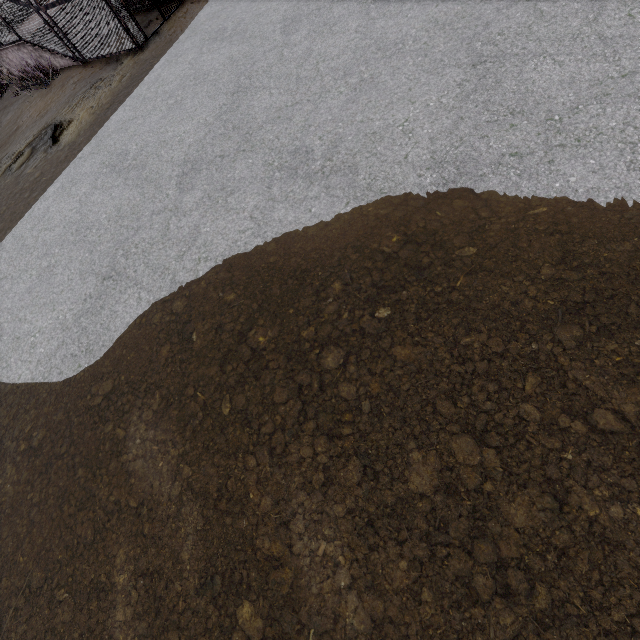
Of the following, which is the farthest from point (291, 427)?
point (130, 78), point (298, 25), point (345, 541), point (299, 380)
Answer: point (130, 78)
